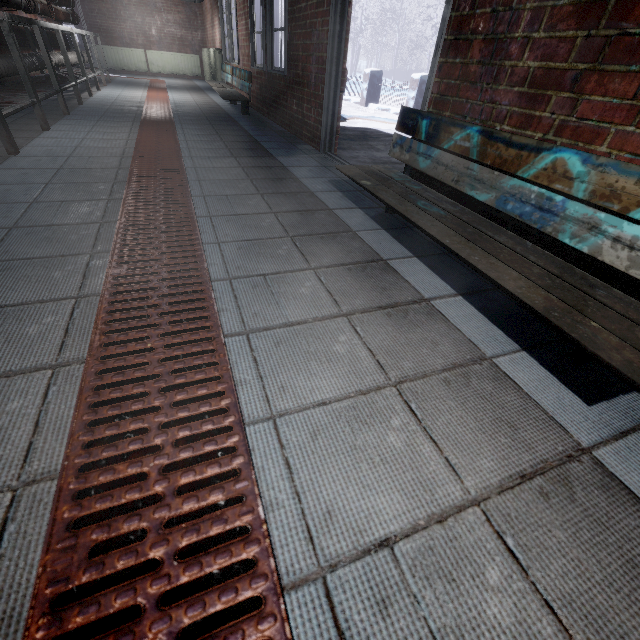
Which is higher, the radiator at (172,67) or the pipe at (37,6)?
the pipe at (37,6)

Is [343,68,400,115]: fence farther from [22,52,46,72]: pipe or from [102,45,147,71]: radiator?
[22,52,46,72]: pipe

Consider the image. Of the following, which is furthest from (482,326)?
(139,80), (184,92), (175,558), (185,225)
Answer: (139,80)

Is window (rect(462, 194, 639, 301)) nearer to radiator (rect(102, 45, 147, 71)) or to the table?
the table

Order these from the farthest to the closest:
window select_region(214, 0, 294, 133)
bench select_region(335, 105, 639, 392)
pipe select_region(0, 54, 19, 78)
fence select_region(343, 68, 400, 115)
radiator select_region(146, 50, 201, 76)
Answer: radiator select_region(146, 50, 201, 76) → fence select_region(343, 68, 400, 115) → window select_region(214, 0, 294, 133) → pipe select_region(0, 54, 19, 78) → bench select_region(335, 105, 639, 392)

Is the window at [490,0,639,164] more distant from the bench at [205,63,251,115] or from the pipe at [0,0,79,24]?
the bench at [205,63,251,115]

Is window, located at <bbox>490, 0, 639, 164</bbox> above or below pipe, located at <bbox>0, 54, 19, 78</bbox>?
above

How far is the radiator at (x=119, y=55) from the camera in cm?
974
